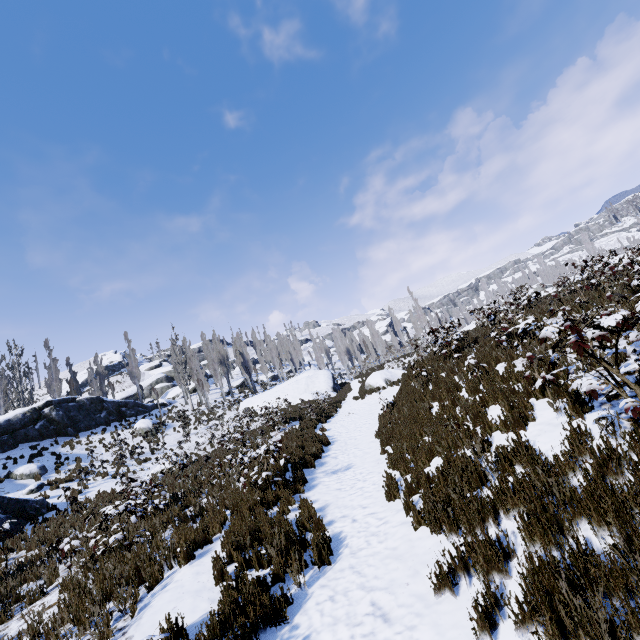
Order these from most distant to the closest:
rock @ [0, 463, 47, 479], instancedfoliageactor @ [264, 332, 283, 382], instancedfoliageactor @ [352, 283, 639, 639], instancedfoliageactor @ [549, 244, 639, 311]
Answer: instancedfoliageactor @ [264, 332, 283, 382] → rock @ [0, 463, 47, 479] → instancedfoliageactor @ [549, 244, 639, 311] → instancedfoliageactor @ [352, 283, 639, 639]

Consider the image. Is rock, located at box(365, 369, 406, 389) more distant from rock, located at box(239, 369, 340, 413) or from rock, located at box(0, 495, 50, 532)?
rock, located at box(0, 495, 50, 532)

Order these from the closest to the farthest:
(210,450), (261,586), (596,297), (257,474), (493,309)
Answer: (261,586) → (257,474) → (596,297) → (493,309) → (210,450)

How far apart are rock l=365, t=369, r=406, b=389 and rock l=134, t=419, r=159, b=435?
18.40m

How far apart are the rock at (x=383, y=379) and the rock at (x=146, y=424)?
18.40m

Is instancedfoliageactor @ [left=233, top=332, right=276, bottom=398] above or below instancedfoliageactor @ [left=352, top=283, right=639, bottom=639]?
above

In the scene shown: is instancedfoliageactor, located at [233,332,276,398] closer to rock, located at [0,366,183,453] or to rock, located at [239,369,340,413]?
rock, located at [239,369,340,413]

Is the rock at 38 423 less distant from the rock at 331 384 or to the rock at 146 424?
the rock at 146 424
